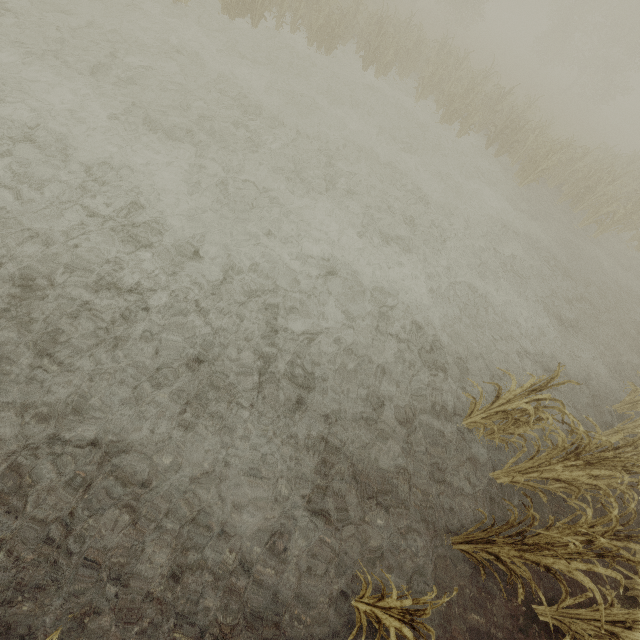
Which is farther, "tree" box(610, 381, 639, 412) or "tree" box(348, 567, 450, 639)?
"tree" box(610, 381, 639, 412)

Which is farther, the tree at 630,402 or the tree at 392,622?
the tree at 630,402

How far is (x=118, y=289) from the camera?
4.2 meters
